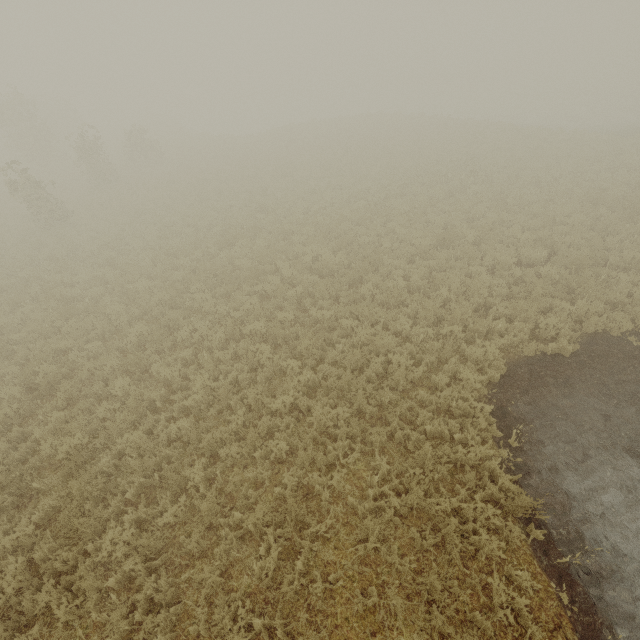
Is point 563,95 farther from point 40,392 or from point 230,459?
point 40,392
